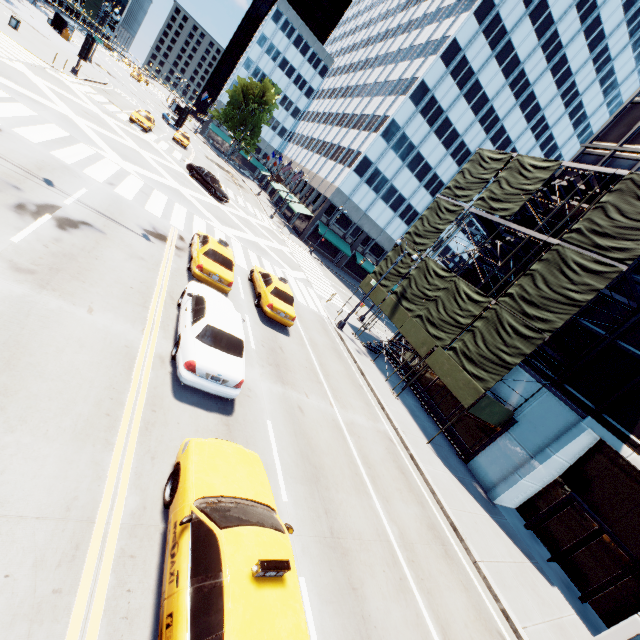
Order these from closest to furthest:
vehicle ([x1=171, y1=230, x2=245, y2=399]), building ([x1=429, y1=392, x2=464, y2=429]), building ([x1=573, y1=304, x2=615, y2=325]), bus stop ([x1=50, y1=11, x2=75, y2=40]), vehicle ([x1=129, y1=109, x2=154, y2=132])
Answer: vehicle ([x1=171, y1=230, x2=245, y2=399])
building ([x1=573, y1=304, x2=615, y2=325])
building ([x1=429, y1=392, x2=464, y2=429])
vehicle ([x1=129, y1=109, x2=154, y2=132])
bus stop ([x1=50, y1=11, x2=75, y2=40])

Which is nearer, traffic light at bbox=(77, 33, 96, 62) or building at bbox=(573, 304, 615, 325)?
traffic light at bbox=(77, 33, 96, 62)

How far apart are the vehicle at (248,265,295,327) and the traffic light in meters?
10.3 m

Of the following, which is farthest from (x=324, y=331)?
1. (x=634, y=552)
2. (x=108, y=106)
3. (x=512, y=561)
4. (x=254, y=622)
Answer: (x=108, y=106)

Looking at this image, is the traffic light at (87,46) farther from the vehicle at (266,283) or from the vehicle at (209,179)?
the vehicle at (209,179)

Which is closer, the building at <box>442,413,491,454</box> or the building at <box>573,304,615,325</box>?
the building at <box>573,304,615,325</box>

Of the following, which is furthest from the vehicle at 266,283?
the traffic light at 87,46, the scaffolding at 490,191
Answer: the traffic light at 87,46

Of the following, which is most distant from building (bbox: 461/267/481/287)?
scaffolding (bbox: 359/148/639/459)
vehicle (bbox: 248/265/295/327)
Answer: vehicle (bbox: 248/265/295/327)
